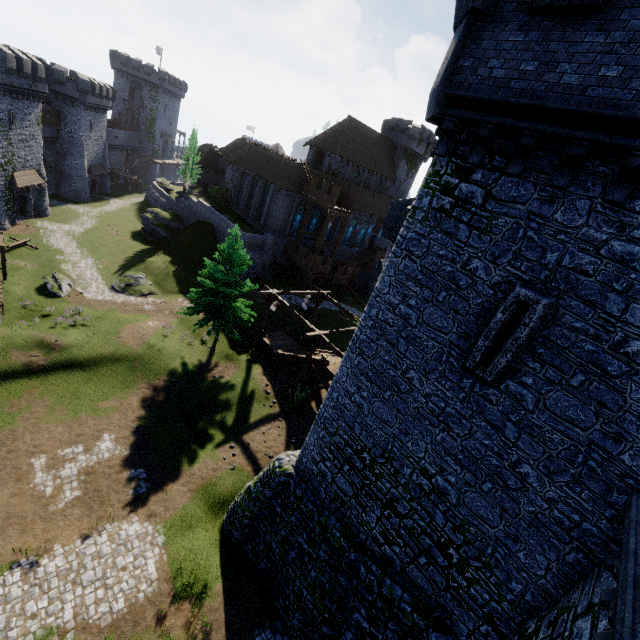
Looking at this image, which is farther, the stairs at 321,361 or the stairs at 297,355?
the stairs at 297,355

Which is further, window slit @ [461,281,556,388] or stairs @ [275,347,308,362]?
stairs @ [275,347,308,362]

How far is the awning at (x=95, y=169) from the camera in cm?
5228

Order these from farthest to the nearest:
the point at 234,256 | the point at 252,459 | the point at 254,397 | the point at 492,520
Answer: the point at 254,397 → the point at 234,256 → the point at 252,459 → the point at 492,520

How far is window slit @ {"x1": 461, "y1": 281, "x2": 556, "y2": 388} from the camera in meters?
7.1 m

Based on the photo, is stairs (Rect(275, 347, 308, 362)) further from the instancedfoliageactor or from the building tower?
the building tower

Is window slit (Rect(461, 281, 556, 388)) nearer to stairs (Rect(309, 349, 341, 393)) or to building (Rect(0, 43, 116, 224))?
stairs (Rect(309, 349, 341, 393))

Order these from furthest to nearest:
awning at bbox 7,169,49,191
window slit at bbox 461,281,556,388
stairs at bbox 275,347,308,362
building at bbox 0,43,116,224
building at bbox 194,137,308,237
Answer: building at bbox 194,137,308,237 → awning at bbox 7,169,49,191 → building at bbox 0,43,116,224 → stairs at bbox 275,347,308,362 → window slit at bbox 461,281,556,388
